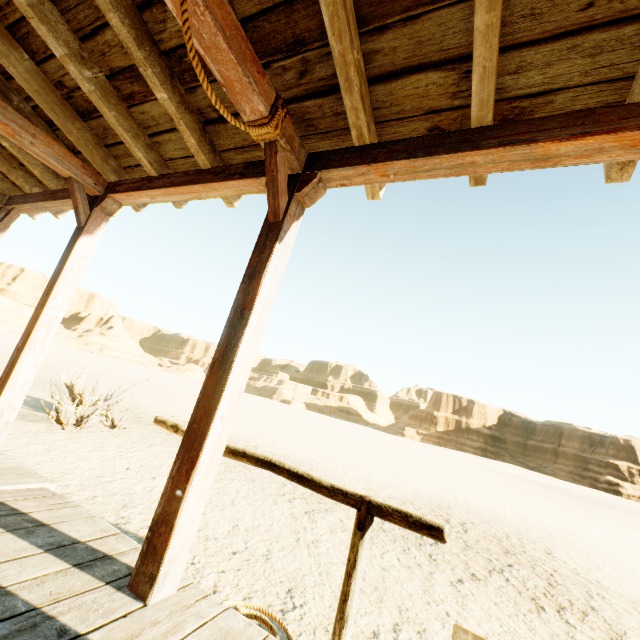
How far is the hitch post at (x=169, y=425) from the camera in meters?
3.2 m

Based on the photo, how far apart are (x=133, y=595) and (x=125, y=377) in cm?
2985

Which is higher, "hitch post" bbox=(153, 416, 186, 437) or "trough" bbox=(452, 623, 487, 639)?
"hitch post" bbox=(153, 416, 186, 437)

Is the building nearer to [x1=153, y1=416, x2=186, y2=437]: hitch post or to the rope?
the rope

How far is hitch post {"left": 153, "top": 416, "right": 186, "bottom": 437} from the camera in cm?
315

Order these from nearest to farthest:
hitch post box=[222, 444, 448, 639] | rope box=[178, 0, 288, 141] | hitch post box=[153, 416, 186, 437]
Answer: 1. rope box=[178, 0, 288, 141]
2. hitch post box=[222, 444, 448, 639]
3. hitch post box=[153, 416, 186, 437]

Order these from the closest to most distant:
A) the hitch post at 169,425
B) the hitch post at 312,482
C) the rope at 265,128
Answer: the rope at 265,128 < the hitch post at 312,482 < the hitch post at 169,425
